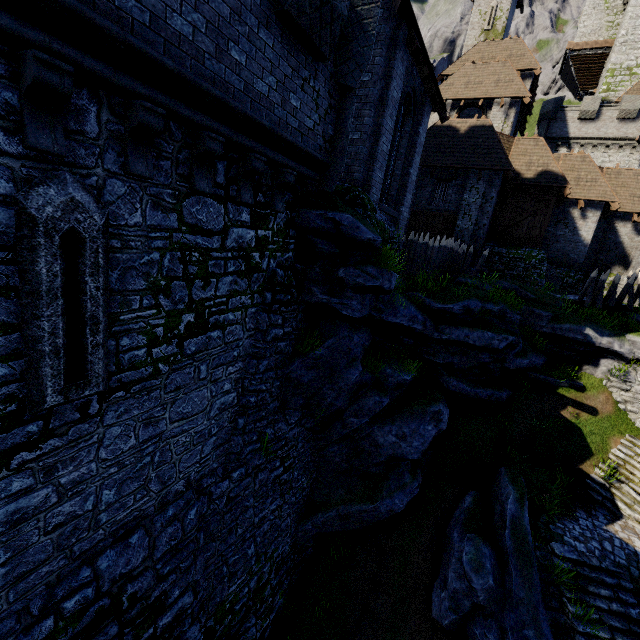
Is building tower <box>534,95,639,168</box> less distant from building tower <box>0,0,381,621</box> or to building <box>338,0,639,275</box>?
building <box>338,0,639,275</box>

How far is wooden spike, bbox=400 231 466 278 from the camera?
15.3m

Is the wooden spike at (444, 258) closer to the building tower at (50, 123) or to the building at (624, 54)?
the building tower at (50, 123)

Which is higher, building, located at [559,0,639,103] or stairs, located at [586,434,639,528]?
building, located at [559,0,639,103]

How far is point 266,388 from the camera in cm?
806

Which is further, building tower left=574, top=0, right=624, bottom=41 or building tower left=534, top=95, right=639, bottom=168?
building tower left=574, top=0, right=624, bottom=41

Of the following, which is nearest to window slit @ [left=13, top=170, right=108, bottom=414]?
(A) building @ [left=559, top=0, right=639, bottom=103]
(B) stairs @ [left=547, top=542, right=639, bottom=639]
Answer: (B) stairs @ [left=547, top=542, right=639, bottom=639]

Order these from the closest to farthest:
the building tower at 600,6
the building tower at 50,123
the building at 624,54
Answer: the building tower at 50,123 → the building at 624,54 → the building tower at 600,6
